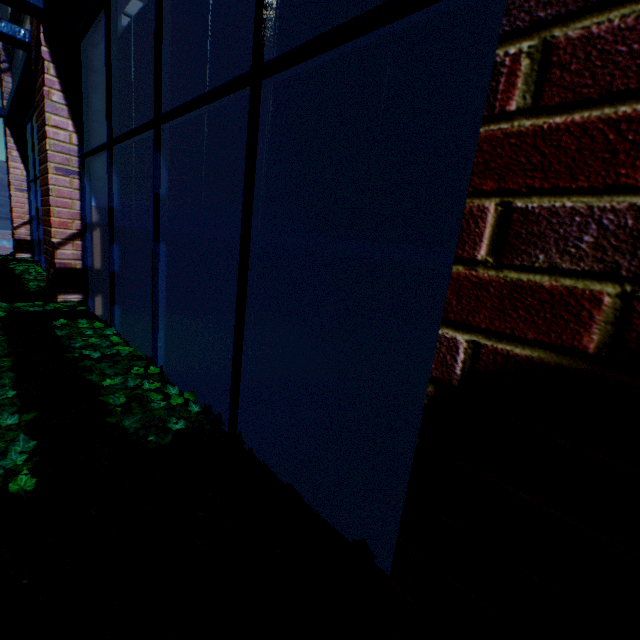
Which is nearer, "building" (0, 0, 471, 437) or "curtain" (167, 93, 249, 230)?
"building" (0, 0, 471, 437)

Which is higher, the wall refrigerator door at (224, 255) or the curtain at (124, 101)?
the curtain at (124, 101)

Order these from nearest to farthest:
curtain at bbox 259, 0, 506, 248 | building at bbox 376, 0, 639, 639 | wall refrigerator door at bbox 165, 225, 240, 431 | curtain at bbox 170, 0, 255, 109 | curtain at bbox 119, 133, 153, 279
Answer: building at bbox 376, 0, 639, 639 → curtain at bbox 259, 0, 506, 248 → curtain at bbox 170, 0, 255, 109 → wall refrigerator door at bbox 165, 225, 240, 431 → curtain at bbox 119, 133, 153, 279

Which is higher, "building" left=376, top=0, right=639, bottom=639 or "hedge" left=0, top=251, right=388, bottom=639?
"building" left=376, top=0, right=639, bottom=639

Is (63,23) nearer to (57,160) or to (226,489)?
(57,160)

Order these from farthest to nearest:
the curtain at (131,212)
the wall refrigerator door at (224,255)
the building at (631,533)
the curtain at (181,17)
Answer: the curtain at (131,212) < the wall refrigerator door at (224,255) < the curtain at (181,17) < the building at (631,533)

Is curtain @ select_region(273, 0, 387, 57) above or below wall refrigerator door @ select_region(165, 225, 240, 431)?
above

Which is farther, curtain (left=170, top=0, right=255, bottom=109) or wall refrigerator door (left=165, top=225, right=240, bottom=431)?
wall refrigerator door (left=165, top=225, right=240, bottom=431)
